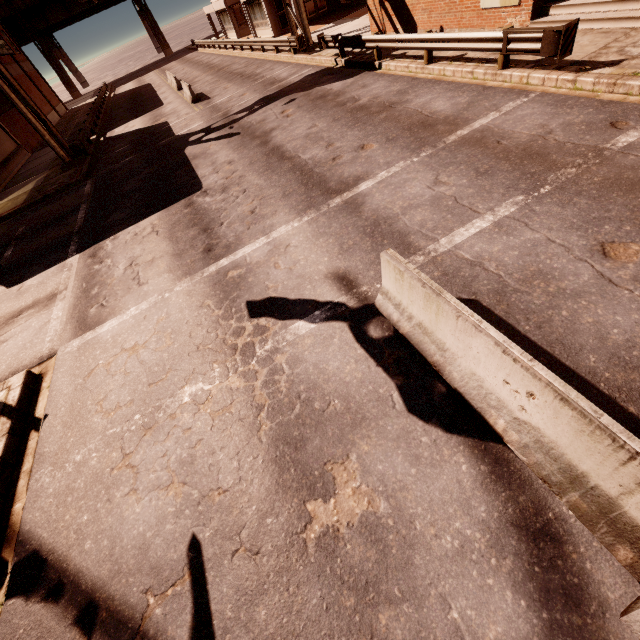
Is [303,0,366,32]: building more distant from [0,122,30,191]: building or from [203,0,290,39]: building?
[0,122,30,191]: building

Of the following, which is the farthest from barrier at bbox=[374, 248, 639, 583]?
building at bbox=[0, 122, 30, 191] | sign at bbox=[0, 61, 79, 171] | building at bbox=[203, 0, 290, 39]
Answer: building at bbox=[203, 0, 290, 39]

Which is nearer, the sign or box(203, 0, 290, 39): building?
the sign

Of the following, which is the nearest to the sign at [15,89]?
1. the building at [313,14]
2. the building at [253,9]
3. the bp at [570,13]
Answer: the building at [313,14]

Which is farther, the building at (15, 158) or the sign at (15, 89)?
the building at (15, 158)

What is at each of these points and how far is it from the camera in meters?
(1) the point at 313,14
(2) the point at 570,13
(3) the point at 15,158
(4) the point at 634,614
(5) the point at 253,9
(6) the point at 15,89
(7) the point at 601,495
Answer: (1) building, 30.7 m
(2) bp, 10.4 m
(3) building, 25.5 m
(4) barrier, 2.4 m
(5) building, 32.1 m
(6) sign, 18.3 m
(7) barrier, 2.8 m

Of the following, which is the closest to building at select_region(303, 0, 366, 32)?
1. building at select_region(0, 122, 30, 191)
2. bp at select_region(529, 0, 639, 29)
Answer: bp at select_region(529, 0, 639, 29)

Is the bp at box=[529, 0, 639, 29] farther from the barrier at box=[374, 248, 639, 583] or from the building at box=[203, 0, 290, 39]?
the building at box=[203, 0, 290, 39]
